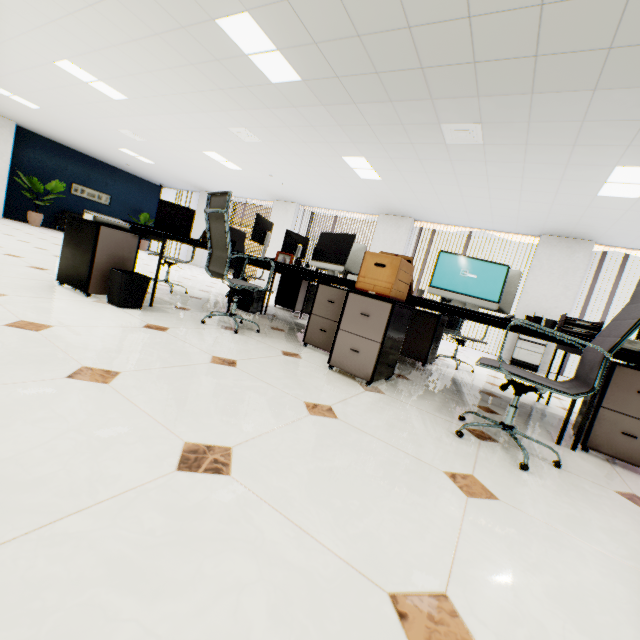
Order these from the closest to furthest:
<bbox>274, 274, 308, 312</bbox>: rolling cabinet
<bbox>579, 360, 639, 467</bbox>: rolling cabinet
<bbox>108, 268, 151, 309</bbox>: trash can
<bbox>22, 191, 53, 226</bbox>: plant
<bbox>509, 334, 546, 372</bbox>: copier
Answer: <bbox>579, 360, 639, 467</bbox>: rolling cabinet → <bbox>108, 268, 151, 309</bbox>: trash can → <bbox>274, 274, 308, 312</bbox>: rolling cabinet → <bbox>509, 334, 546, 372</bbox>: copier → <bbox>22, 191, 53, 226</bbox>: plant

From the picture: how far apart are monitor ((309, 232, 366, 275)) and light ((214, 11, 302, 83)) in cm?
190

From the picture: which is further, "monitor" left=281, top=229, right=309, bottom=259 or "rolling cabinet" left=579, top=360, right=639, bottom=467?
"monitor" left=281, top=229, right=309, bottom=259

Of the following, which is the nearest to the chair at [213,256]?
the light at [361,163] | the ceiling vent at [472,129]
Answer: the ceiling vent at [472,129]

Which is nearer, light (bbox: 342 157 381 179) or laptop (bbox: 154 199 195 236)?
laptop (bbox: 154 199 195 236)

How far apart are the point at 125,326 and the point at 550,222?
7.6m

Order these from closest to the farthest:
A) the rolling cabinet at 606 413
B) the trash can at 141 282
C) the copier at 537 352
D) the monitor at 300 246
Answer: the rolling cabinet at 606 413 → the trash can at 141 282 → the monitor at 300 246 → the copier at 537 352

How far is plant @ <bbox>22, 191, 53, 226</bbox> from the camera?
10.5 meters
